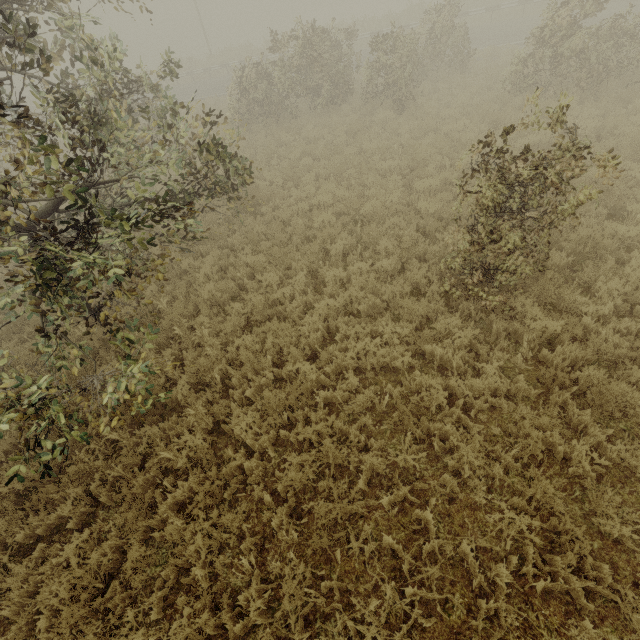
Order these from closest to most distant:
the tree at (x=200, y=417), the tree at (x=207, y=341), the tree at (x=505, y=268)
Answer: the tree at (x=505, y=268) → the tree at (x=200, y=417) → the tree at (x=207, y=341)

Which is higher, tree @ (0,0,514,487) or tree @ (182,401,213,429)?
tree @ (0,0,514,487)

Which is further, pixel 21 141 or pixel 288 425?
pixel 288 425

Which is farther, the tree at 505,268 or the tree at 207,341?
the tree at 207,341

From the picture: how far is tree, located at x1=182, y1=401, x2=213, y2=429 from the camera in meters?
5.1 m

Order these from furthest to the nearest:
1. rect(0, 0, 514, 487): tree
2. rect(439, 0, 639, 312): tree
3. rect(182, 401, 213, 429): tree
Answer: rect(182, 401, 213, 429): tree → rect(439, 0, 639, 312): tree → rect(0, 0, 514, 487): tree

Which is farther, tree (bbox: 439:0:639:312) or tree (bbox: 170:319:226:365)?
tree (bbox: 170:319:226:365)
